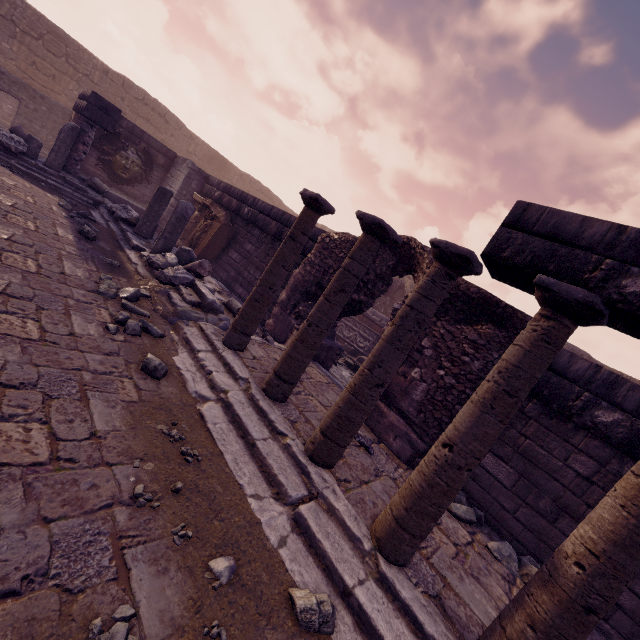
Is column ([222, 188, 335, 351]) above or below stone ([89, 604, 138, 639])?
above

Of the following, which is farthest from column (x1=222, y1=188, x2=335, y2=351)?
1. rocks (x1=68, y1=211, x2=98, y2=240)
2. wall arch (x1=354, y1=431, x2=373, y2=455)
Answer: rocks (x1=68, y1=211, x2=98, y2=240)

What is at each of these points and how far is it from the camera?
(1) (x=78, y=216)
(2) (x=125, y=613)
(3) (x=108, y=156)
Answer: (1) rocks, 7.11m
(2) stone, 1.57m
(3) relief sculpture, 11.45m

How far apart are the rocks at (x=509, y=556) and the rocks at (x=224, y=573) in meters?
3.2 m

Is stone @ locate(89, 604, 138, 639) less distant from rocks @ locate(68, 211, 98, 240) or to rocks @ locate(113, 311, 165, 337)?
rocks @ locate(113, 311, 165, 337)

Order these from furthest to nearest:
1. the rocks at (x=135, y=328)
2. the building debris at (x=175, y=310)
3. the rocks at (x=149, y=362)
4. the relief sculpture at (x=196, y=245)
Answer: the relief sculpture at (x=196, y=245) < the building debris at (x=175, y=310) < the rocks at (x=135, y=328) < the rocks at (x=149, y=362)

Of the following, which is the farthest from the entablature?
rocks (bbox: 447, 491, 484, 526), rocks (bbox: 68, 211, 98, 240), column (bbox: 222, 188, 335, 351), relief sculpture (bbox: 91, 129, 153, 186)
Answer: relief sculpture (bbox: 91, 129, 153, 186)

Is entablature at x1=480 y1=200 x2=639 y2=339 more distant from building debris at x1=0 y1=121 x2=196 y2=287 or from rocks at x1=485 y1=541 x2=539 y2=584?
building debris at x1=0 y1=121 x2=196 y2=287
